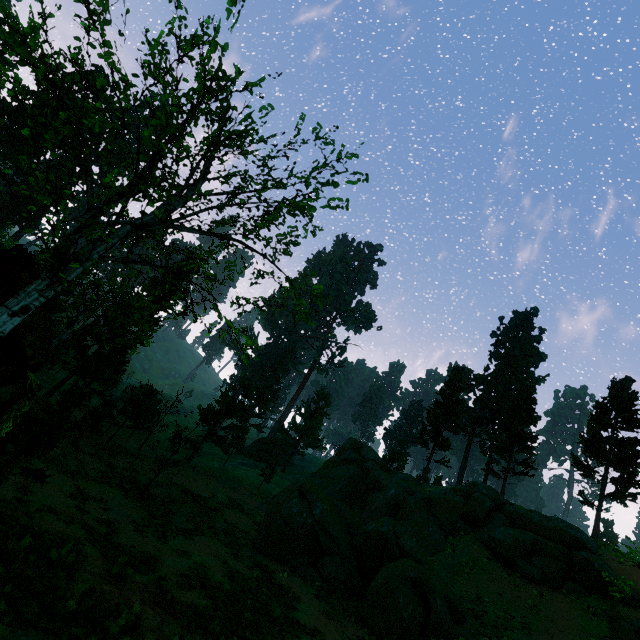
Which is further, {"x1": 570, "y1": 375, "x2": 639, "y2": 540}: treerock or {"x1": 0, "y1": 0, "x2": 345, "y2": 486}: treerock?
{"x1": 570, "y1": 375, "x2": 639, "y2": 540}: treerock

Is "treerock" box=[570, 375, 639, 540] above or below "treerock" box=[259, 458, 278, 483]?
above

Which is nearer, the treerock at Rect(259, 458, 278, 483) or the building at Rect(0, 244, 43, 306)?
the building at Rect(0, 244, 43, 306)

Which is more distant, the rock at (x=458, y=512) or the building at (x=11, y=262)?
the building at (x=11, y=262)

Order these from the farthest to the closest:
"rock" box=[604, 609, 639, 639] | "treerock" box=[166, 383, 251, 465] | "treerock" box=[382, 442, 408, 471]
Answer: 1. "treerock" box=[382, 442, 408, 471]
2. "treerock" box=[166, 383, 251, 465]
3. "rock" box=[604, 609, 639, 639]

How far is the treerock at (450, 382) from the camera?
37.8m

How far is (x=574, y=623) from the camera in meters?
18.7 m

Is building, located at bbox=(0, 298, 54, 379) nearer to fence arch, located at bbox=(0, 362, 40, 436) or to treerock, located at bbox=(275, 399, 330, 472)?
treerock, located at bbox=(275, 399, 330, 472)
